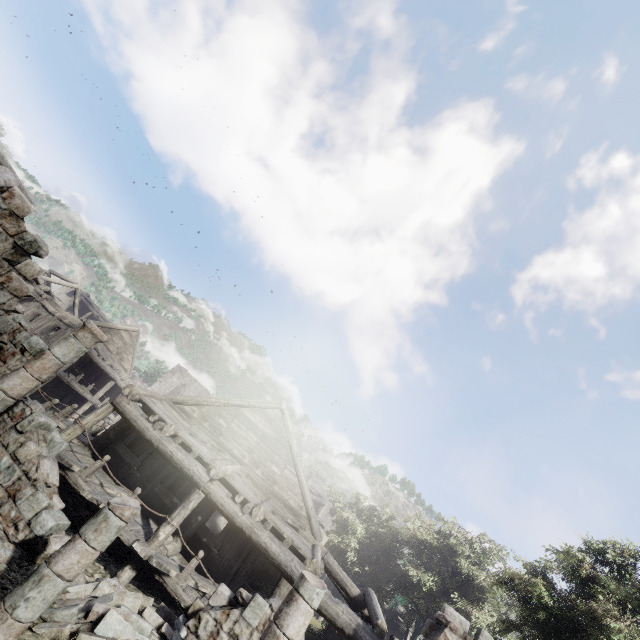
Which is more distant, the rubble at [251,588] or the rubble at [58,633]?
the rubble at [251,588]

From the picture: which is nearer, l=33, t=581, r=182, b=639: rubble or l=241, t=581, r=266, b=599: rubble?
l=33, t=581, r=182, b=639: rubble

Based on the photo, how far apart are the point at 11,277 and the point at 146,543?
7.8 meters

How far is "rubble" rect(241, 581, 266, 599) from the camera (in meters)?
13.55

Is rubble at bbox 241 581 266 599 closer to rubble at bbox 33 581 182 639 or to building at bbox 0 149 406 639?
building at bbox 0 149 406 639

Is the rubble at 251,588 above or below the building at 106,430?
above

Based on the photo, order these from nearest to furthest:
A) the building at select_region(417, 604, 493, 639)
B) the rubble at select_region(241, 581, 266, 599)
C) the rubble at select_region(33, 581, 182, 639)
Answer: the rubble at select_region(33, 581, 182, 639), the building at select_region(417, 604, 493, 639), the rubble at select_region(241, 581, 266, 599)

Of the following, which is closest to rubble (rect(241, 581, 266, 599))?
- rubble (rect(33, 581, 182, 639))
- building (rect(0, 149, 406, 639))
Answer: building (rect(0, 149, 406, 639))
